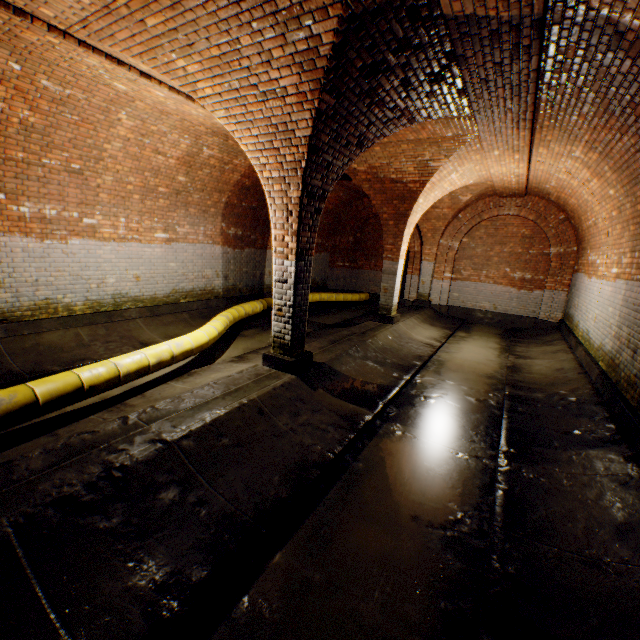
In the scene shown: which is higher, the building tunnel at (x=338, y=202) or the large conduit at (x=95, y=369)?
the building tunnel at (x=338, y=202)

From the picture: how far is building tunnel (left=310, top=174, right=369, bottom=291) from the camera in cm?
1194

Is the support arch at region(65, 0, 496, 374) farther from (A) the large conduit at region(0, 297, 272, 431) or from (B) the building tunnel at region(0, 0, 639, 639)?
(A) the large conduit at region(0, 297, 272, 431)

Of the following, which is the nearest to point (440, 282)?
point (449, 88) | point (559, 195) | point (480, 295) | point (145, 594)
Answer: point (480, 295)

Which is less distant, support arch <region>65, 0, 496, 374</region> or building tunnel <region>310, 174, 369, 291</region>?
support arch <region>65, 0, 496, 374</region>

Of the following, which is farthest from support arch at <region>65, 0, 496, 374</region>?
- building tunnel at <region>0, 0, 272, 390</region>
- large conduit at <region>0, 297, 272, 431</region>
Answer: large conduit at <region>0, 297, 272, 431</region>

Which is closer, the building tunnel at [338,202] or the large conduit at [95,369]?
the large conduit at [95,369]
